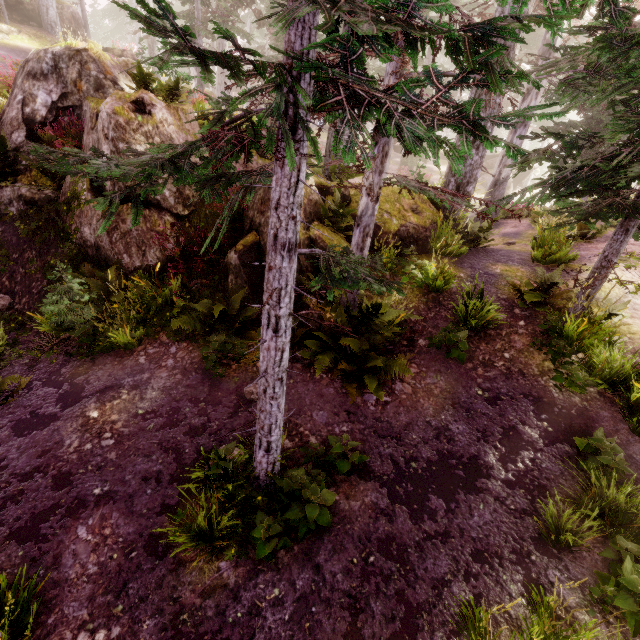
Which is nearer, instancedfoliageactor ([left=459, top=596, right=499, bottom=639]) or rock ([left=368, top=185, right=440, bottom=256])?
instancedfoliageactor ([left=459, top=596, right=499, bottom=639])

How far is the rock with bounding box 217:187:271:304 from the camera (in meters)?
7.77

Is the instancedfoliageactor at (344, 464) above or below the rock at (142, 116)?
below

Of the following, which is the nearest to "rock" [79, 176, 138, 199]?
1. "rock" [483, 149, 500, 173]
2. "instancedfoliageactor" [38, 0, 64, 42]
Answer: "instancedfoliageactor" [38, 0, 64, 42]

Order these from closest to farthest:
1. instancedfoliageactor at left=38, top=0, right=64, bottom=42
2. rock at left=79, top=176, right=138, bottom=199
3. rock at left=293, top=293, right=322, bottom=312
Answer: rock at left=293, top=293, right=322, bottom=312
rock at left=79, top=176, right=138, bottom=199
instancedfoliageactor at left=38, top=0, right=64, bottom=42

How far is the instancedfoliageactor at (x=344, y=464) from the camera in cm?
491

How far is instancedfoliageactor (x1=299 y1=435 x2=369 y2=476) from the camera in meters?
4.9

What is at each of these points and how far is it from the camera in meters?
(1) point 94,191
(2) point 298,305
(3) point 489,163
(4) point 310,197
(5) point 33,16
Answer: (1) rock, 8.4
(2) rock, 7.6
(3) rock, 31.8
(4) rock, 8.1
(5) rock, 20.0
